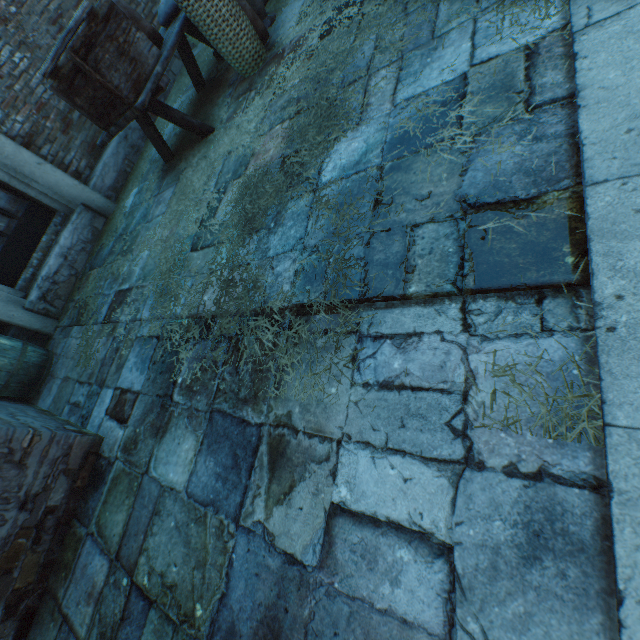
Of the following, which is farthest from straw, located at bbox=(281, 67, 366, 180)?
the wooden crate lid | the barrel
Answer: the wooden crate lid

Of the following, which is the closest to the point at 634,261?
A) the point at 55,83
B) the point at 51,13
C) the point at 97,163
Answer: the point at 55,83

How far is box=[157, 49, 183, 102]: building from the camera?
6.0m

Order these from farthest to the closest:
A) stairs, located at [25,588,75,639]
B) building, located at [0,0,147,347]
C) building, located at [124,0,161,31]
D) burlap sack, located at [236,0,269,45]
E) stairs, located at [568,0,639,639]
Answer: building, located at [124,0,161,31] → building, located at [0,0,147,347] → burlap sack, located at [236,0,269,45] → stairs, located at [25,588,75,639] → stairs, located at [568,0,639,639]

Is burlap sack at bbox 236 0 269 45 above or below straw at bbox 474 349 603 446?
above

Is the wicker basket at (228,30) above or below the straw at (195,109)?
above

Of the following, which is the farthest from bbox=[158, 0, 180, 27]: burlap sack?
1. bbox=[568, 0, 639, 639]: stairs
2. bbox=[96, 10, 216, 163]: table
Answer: bbox=[568, 0, 639, 639]: stairs

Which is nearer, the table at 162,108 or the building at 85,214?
the table at 162,108
